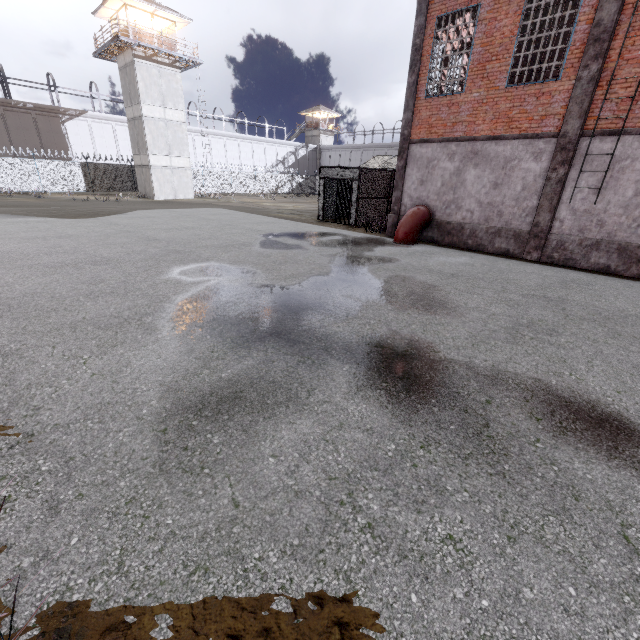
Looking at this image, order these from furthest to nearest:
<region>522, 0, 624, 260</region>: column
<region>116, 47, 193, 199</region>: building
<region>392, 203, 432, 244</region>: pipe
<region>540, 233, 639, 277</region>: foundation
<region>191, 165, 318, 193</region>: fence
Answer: <region>191, 165, 318, 193</region>: fence
<region>116, 47, 193, 199</region>: building
<region>392, 203, 432, 244</region>: pipe
<region>540, 233, 639, 277</region>: foundation
<region>522, 0, 624, 260</region>: column

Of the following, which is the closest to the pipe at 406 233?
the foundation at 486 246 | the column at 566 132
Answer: the foundation at 486 246

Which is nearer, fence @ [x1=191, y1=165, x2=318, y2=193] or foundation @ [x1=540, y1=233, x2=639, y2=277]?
foundation @ [x1=540, y1=233, x2=639, y2=277]

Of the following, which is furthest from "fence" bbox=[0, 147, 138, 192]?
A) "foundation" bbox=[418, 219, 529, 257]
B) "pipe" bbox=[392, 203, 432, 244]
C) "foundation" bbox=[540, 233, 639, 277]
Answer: "pipe" bbox=[392, 203, 432, 244]

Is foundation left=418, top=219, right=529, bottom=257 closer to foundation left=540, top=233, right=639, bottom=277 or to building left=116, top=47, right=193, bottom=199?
Result: foundation left=540, top=233, right=639, bottom=277

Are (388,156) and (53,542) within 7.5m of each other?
no

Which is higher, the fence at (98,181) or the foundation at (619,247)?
the fence at (98,181)

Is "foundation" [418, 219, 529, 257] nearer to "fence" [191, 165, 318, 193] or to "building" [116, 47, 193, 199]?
"fence" [191, 165, 318, 193]
